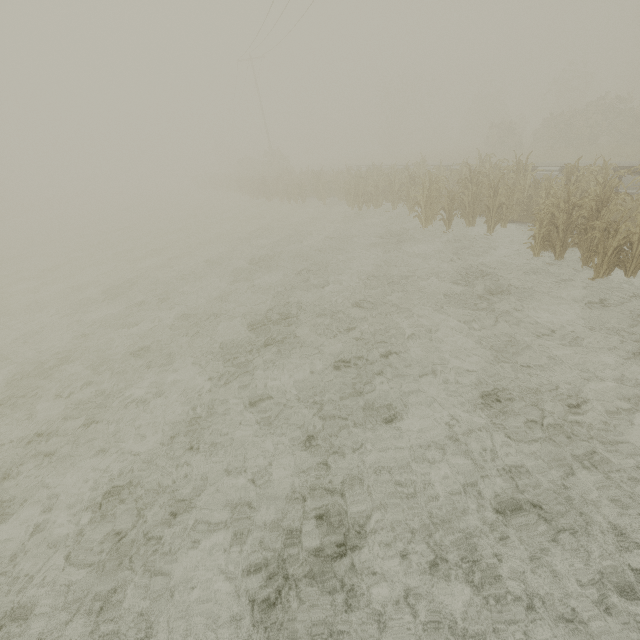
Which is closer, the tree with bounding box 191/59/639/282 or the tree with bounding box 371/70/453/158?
the tree with bounding box 191/59/639/282

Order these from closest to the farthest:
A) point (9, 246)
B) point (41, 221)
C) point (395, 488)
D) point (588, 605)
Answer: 1. point (588, 605)
2. point (395, 488)
3. point (9, 246)
4. point (41, 221)

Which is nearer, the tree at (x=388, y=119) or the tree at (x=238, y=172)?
the tree at (x=238, y=172)

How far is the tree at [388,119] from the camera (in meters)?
46.06

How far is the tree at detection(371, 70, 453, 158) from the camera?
46.1 meters
